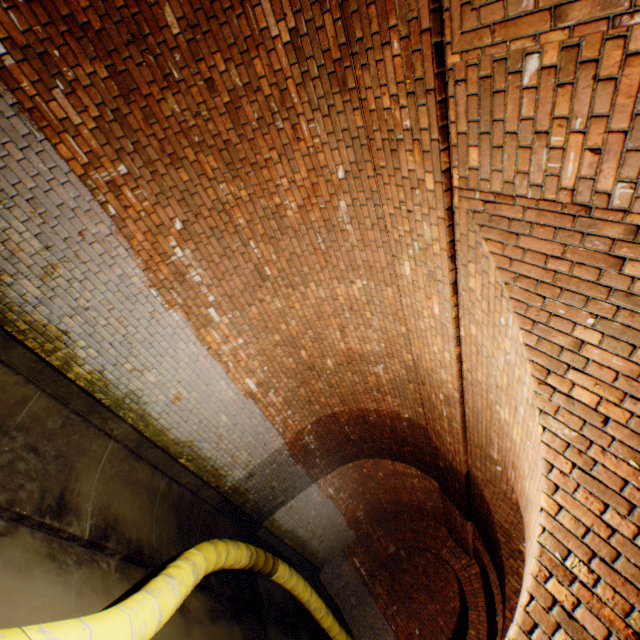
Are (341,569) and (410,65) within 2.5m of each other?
no

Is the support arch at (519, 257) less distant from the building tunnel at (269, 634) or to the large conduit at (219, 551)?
the building tunnel at (269, 634)

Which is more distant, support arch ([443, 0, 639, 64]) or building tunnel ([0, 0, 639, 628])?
building tunnel ([0, 0, 639, 628])

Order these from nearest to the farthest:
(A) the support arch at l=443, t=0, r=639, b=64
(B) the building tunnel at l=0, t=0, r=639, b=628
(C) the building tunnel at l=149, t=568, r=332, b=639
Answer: (A) the support arch at l=443, t=0, r=639, b=64, (B) the building tunnel at l=0, t=0, r=639, b=628, (C) the building tunnel at l=149, t=568, r=332, b=639

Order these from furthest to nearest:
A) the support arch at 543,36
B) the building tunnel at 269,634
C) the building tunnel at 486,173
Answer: the building tunnel at 269,634, the building tunnel at 486,173, the support arch at 543,36

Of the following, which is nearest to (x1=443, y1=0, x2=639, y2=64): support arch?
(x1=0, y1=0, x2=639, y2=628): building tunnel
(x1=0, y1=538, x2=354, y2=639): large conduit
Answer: (x1=0, y1=0, x2=639, y2=628): building tunnel

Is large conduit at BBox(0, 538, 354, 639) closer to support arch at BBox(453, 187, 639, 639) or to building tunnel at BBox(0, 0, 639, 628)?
building tunnel at BBox(0, 0, 639, 628)
